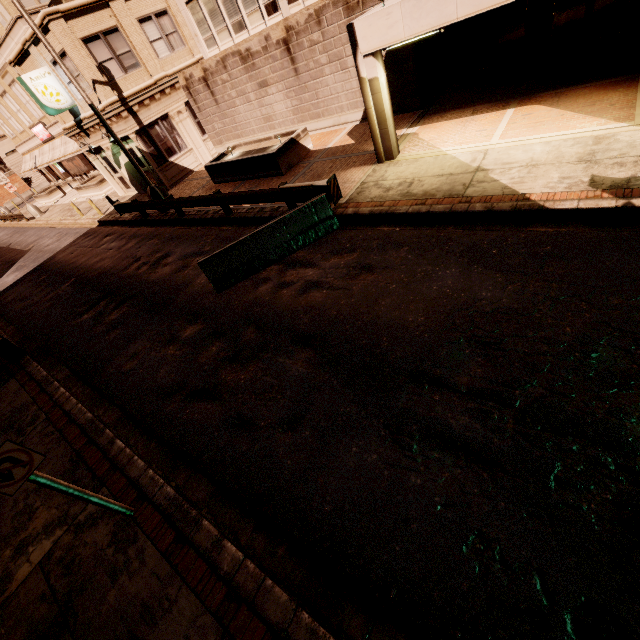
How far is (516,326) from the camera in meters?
5.1 m

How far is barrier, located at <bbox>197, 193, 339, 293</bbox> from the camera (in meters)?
8.77

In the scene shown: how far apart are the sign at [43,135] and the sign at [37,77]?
16.2m

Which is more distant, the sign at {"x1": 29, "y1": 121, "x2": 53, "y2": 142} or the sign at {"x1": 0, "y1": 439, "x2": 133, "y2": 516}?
the sign at {"x1": 29, "y1": 121, "x2": 53, "y2": 142}

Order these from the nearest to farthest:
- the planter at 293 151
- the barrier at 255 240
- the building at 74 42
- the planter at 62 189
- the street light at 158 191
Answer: the barrier at 255 240, the street light at 158 191, the planter at 293 151, the building at 74 42, the planter at 62 189

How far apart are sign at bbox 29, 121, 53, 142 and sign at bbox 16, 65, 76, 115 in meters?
16.2

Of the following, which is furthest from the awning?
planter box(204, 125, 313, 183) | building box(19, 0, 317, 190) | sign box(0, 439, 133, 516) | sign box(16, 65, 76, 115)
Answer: sign box(0, 439, 133, 516)

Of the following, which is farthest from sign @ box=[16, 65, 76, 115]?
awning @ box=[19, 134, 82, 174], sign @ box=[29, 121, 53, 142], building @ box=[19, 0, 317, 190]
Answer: sign @ box=[29, 121, 53, 142]
